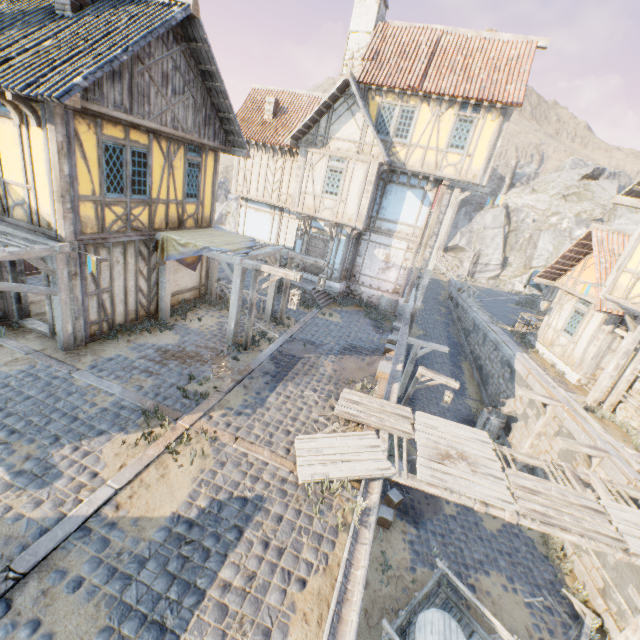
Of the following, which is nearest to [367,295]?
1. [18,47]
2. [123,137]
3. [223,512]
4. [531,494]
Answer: [531,494]

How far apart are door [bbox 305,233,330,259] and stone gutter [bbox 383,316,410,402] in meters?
4.8 m

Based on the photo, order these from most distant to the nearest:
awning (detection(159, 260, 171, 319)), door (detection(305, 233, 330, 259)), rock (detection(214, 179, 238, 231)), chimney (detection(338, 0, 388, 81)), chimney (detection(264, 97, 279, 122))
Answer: rock (detection(214, 179, 238, 231)), chimney (detection(264, 97, 279, 122)), door (detection(305, 233, 330, 259)), chimney (detection(338, 0, 388, 81)), awning (detection(159, 260, 171, 319))

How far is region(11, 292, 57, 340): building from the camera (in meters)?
8.64

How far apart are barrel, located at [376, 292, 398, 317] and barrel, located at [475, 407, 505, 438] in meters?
5.9

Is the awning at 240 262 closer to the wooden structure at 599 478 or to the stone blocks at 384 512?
the stone blocks at 384 512

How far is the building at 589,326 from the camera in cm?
1304

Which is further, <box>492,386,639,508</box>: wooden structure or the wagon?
<box>492,386,639,508</box>: wooden structure
